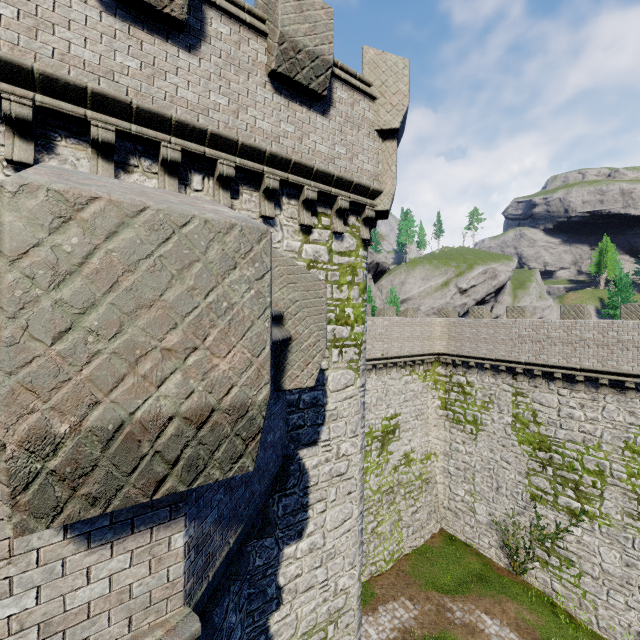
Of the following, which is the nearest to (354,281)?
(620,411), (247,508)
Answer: (247,508)
